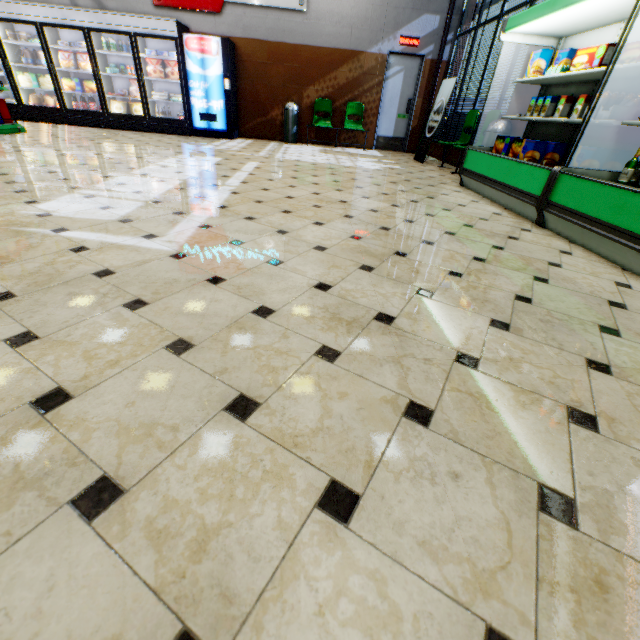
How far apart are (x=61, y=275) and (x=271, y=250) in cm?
123

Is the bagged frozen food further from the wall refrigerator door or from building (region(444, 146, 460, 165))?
building (region(444, 146, 460, 165))

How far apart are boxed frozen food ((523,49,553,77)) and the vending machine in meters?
6.7

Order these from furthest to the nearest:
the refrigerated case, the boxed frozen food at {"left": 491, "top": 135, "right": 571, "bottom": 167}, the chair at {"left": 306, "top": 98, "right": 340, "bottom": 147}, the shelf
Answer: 1. the chair at {"left": 306, "top": 98, "right": 340, "bottom": 147}
2. the shelf
3. the boxed frozen food at {"left": 491, "top": 135, "right": 571, "bottom": 167}
4. the refrigerated case

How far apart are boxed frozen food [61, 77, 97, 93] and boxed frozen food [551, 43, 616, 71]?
10.3 meters

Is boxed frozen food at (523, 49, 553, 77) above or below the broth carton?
above

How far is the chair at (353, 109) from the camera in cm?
879

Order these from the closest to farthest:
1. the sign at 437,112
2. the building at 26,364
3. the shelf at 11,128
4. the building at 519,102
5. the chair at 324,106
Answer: the building at 26,364
the building at 519,102
the shelf at 11,128
the sign at 437,112
the chair at 324,106
